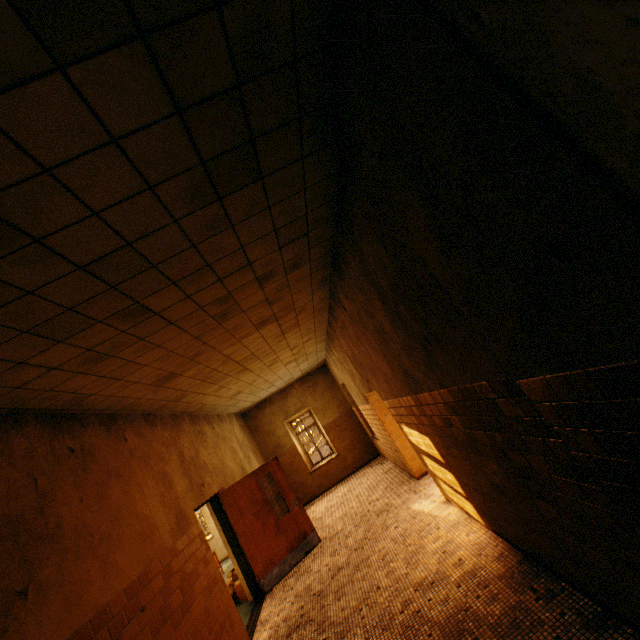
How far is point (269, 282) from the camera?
3.8 meters

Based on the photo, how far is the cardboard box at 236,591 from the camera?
6.8 meters

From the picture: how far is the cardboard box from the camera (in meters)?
6.79
